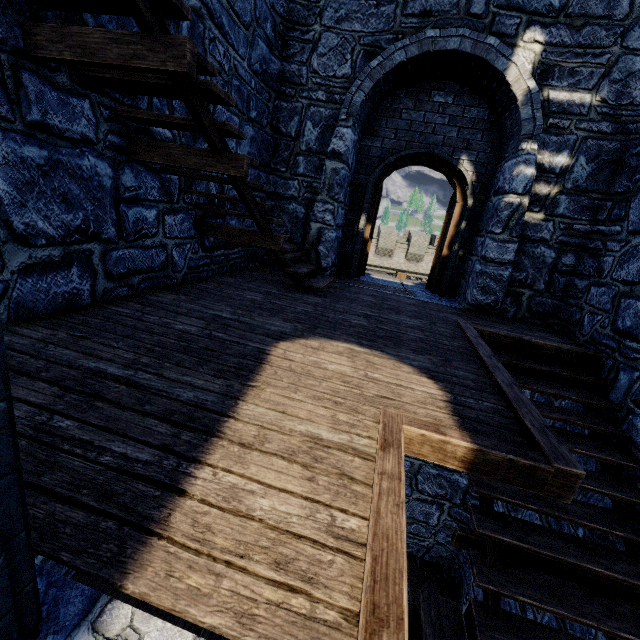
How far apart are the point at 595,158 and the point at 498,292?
2.52m
